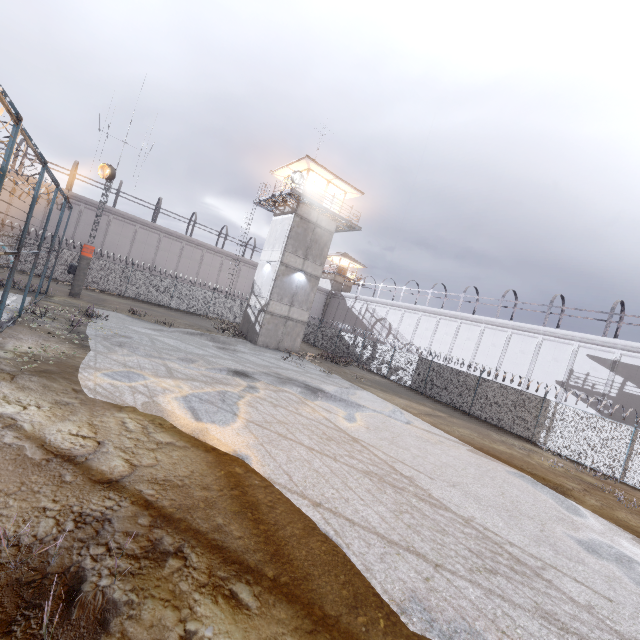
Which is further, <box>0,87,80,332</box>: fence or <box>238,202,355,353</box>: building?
<box>238,202,355,353</box>: building

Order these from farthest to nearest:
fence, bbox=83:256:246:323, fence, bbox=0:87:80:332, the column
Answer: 1. fence, bbox=83:256:246:323
2. the column
3. fence, bbox=0:87:80:332

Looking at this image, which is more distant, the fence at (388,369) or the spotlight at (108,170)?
the spotlight at (108,170)

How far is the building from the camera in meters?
25.3

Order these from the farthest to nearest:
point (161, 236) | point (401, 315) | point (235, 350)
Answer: point (401, 315) < point (161, 236) < point (235, 350)

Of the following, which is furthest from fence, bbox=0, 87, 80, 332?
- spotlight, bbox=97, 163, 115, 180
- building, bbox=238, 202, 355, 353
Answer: building, bbox=238, 202, 355, 353

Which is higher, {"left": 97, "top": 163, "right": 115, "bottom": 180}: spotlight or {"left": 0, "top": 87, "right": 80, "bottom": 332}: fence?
{"left": 97, "top": 163, "right": 115, "bottom": 180}: spotlight
